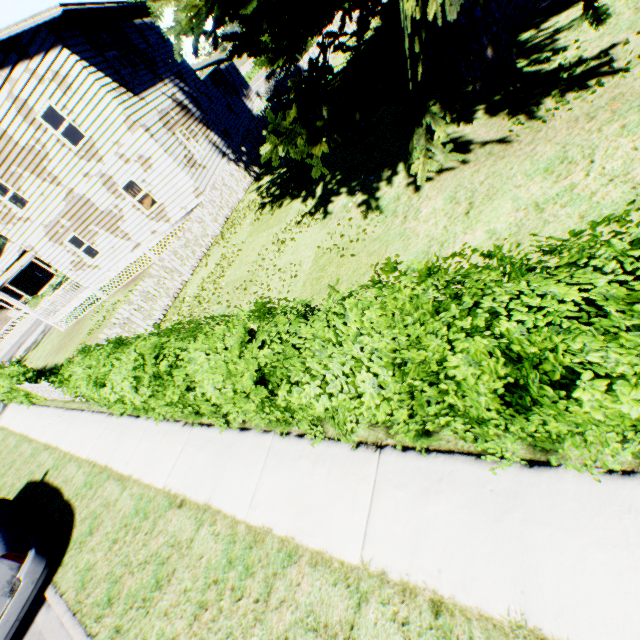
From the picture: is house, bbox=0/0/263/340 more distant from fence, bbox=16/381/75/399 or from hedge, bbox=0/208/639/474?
hedge, bbox=0/208/639/474

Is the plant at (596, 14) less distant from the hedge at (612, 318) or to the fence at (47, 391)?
the fence at (47, 391)

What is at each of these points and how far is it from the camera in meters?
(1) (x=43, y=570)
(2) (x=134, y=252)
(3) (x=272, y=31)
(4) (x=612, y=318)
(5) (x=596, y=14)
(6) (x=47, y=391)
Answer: (1) car, 5.6 m
(2) house, 17.3 m
(3) plant, 6.5 m
(4) hedge, 1.6 m
(5) plant, 4.3 m
(6) fence, 11.4 m

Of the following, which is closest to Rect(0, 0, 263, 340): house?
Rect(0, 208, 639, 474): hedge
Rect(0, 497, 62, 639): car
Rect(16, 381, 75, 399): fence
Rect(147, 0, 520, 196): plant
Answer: Rect(147, 0, 520, 196): plant

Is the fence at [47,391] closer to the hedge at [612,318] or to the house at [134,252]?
the hedge at [612,318]

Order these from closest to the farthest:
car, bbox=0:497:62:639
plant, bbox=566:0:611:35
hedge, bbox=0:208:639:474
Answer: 1. hedge, bbox=0:208:639:474
2. plant, bbox=566:0:611:35
3. car, bbox=0:497:62:639

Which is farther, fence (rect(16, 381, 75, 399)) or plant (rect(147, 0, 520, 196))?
fence (rect(16, 381, 75, 399))

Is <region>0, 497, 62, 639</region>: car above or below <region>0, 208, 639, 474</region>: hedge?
below
